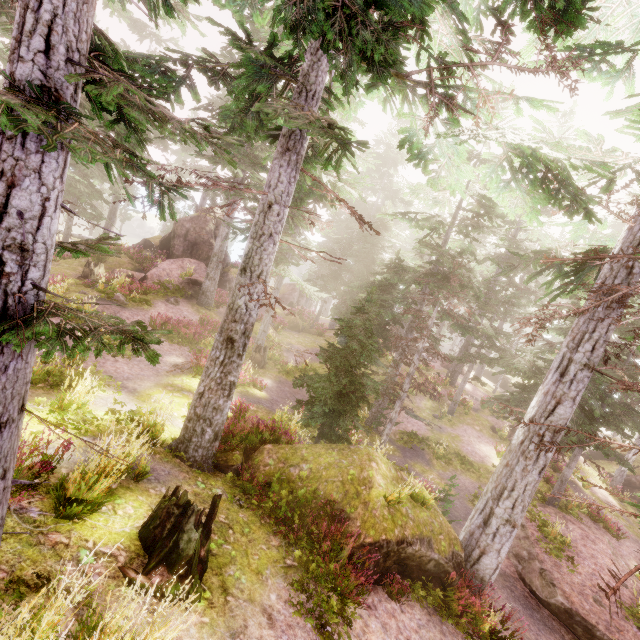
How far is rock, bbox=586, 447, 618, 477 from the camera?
25.45m

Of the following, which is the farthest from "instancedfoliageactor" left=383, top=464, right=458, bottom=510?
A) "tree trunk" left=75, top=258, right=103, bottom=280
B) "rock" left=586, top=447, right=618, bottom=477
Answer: "tree trunk" left=75, top=258, right=103, bottom=280

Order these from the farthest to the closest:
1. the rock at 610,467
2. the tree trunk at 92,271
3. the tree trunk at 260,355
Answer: the rock at 610,467 < the tree trunk at 92,271 < the tree trunk at 260,355

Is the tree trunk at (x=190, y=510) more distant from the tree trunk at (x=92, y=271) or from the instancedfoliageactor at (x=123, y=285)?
the tree trunk at (x=92, y=271)

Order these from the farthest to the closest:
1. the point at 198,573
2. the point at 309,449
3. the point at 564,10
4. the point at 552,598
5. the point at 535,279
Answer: the point at 535,279 < the point at 552,598 < the point at 309,449 < the point at 564,10 < the point at 198,573

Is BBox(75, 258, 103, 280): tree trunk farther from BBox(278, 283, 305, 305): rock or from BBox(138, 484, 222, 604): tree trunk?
BBox(278, 283, 305, 305): rock

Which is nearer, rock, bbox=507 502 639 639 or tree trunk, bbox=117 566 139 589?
tree trunk, bbox=117 566 139 589

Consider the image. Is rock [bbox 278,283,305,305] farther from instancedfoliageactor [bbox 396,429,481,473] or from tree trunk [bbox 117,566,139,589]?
tree trunk [bbox 117,566,139,589]
